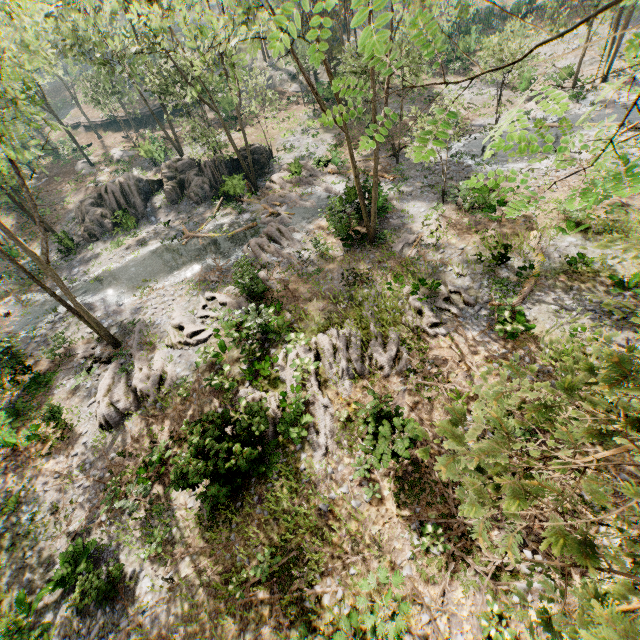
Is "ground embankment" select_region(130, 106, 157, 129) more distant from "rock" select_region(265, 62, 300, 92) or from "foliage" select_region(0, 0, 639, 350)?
"rock" select_region(265, 62, 300, 92)

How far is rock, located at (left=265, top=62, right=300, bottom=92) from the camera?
43.7 meters

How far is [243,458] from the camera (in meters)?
11.62

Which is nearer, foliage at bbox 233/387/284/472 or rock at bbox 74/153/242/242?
foliage at bbox 233/387/284/472

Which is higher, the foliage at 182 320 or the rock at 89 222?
the rock at 89 222

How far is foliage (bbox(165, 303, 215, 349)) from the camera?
17.7m

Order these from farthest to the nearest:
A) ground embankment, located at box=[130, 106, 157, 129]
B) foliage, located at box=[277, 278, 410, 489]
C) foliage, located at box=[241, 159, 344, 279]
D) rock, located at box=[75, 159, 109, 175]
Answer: ground embankment, located at box=[130, 106, 157, 129] < rock, located at box=[75, 159, 109, 175] < foliage, located at box=[241, 159, 344, 279] < foliage, located at box=[277, 278, 410, 489]

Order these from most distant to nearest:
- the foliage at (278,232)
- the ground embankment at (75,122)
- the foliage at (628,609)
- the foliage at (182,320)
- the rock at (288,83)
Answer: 1. the ground embankment at (75,122)
2. the rock at (288,83)
3. the foliage at (278,232)
4. the foliage at (182,320)
5. the foliage at (628,609)
